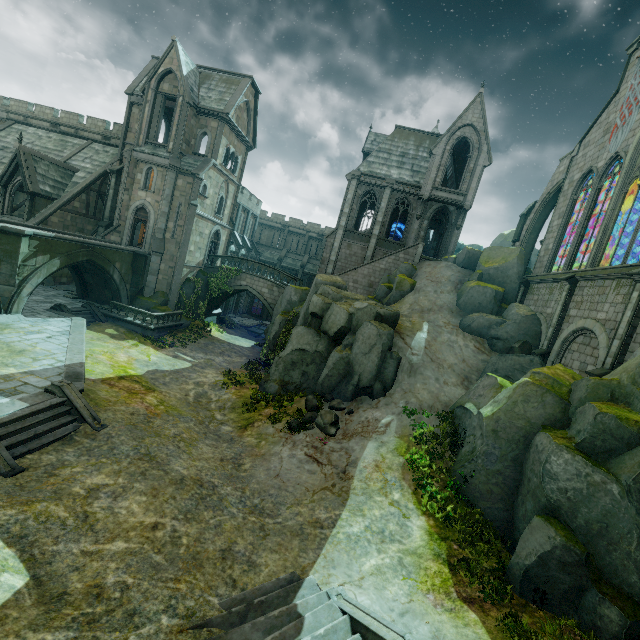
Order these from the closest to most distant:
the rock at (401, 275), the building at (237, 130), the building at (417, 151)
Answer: the rock at (401, 275), the building at (237, 130), the building at (417, 151)

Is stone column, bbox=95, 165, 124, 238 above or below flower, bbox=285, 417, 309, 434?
above

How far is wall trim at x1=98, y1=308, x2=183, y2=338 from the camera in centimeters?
2353cm

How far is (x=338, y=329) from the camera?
18.5 meters

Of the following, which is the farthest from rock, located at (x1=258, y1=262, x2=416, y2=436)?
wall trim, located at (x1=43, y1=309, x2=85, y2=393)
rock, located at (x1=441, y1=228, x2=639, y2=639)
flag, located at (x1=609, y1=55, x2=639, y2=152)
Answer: flag, located at (x1=609, y1=55, x2=639, y2=152)

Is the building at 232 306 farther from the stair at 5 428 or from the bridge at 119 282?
the stair at 5 428

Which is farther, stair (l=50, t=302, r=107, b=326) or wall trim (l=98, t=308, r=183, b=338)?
wall trim (l=98, t=308, r=183, b=338)

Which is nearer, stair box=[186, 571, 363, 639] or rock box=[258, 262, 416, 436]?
stair box=[186, 571, 363, 639]
